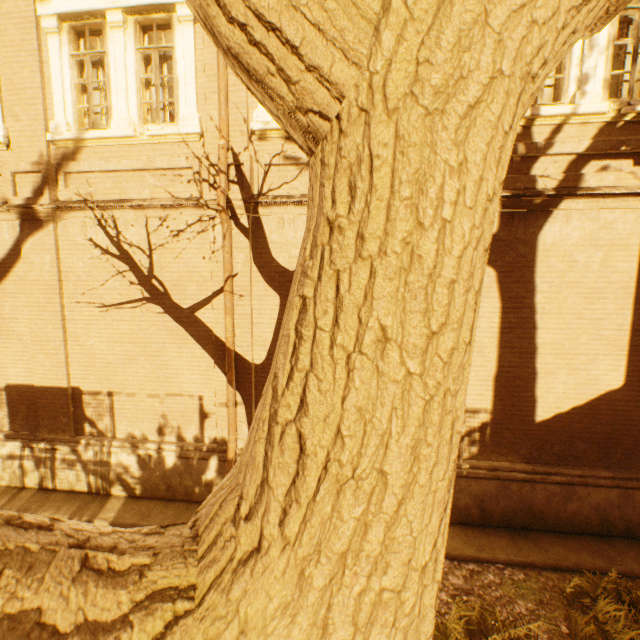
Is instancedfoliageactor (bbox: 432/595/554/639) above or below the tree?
below

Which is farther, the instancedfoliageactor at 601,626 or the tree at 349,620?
the instancedfoliageactor at 601,626

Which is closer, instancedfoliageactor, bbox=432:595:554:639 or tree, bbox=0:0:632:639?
tree, bbox=0:0:632:639

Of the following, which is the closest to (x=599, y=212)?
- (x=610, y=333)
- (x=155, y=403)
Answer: (x=610, y=333)
